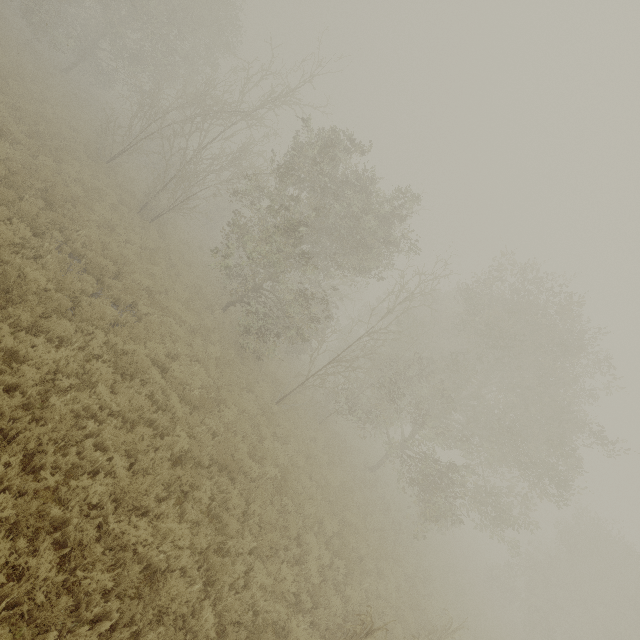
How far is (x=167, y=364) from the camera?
9.83m
